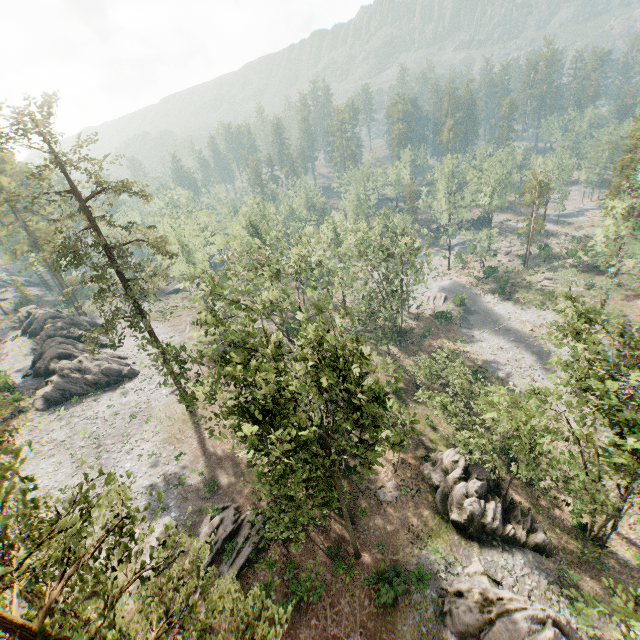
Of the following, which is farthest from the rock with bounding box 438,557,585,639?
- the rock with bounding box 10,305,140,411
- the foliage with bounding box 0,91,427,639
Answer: the rock with bounding box 10,305,140,411

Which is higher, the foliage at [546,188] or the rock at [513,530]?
the foliage at [546,188]

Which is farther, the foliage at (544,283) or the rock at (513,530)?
the foliage at (544,283)

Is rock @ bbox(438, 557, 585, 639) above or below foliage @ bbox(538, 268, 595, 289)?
above

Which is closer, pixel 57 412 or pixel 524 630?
pixel 524 630

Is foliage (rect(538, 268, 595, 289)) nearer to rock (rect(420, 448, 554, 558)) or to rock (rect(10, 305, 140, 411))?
rock (rect(10, 305, 140, 411))

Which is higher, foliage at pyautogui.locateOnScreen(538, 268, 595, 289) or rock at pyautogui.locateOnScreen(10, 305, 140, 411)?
rock at pyautogui.locateOnScreen(10, 305, 140, 411)
